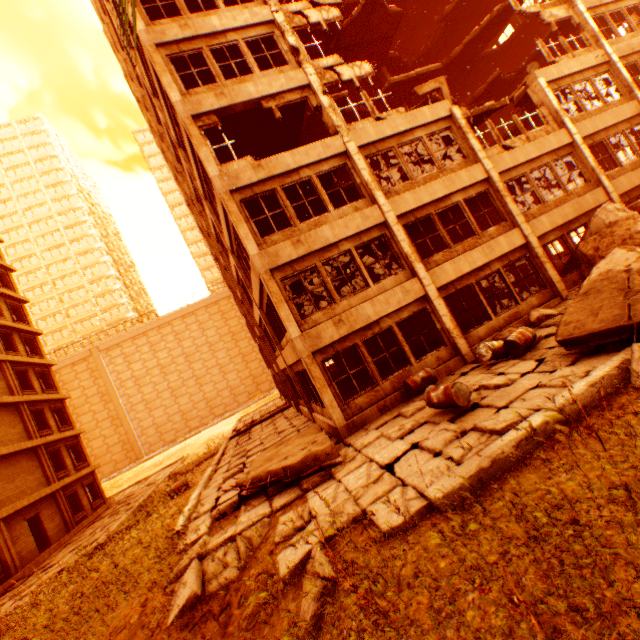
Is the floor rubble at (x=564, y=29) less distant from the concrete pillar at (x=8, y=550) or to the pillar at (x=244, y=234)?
the pillar at (x=244, y=234)

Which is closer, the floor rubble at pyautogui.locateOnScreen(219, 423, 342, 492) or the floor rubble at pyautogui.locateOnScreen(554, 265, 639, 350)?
the floor rubble at pyautogui.locateOnScreen(554, 265, 639, 350)

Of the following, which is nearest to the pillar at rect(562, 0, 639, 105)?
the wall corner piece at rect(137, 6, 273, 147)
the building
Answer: the wall corner piece at rect(137, 6, 273, 147)

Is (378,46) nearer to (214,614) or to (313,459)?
Result: (313,459)

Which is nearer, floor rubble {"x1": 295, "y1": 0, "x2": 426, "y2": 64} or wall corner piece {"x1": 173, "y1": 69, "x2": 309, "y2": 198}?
wall corner piece {"x1": 173, "y1": 69, "x2": 309, "y2": 198}

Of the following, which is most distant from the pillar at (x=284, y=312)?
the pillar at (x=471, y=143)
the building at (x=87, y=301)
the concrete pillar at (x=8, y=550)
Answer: the building at (x=87, y=301)

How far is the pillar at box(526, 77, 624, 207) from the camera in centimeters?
1377cm

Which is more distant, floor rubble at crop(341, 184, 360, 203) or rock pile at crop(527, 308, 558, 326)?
floor rubble at crop(341, 184, 360, 203)
